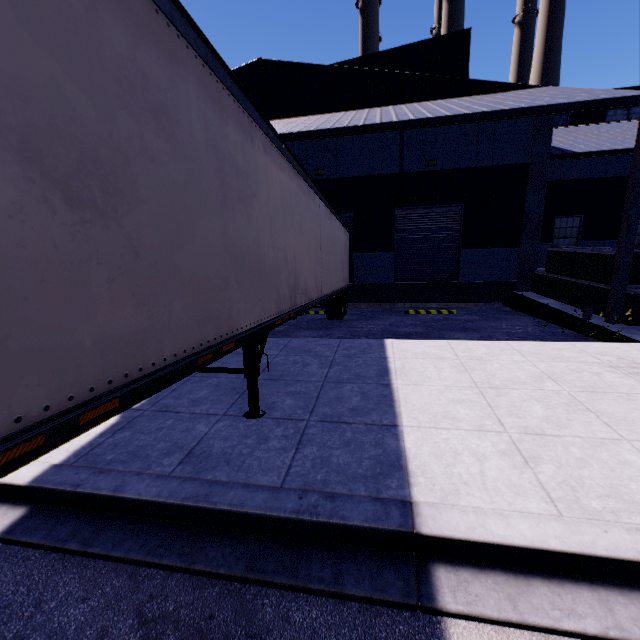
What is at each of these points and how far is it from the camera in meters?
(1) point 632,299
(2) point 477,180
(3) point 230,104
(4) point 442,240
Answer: (1) concrete block, 8.6
(2) building, 14.0
(3) semi trailer, 3.3
(4) roll-up door, 15.1

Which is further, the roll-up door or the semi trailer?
the roll-up door

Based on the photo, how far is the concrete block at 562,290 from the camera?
9.70m

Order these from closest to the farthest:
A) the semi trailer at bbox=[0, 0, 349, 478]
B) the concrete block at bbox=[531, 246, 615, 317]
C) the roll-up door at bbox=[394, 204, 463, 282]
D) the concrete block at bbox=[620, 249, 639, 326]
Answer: the semi trailer at bbox=[0, 0, 349, 478], the concrete block at bbox=[620, 249, 639, 326], the concrete block at bbox=[531, 246, 615, 317], the roll-up door at bbox=[394, 204, 463, 282]

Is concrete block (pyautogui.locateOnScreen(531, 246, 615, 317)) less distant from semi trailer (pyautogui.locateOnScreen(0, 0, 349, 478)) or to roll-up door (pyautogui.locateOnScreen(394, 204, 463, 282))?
semi trailer (pyautogui.locateOnScreen(0, 0, 349, 478))

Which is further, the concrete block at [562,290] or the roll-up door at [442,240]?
the roll-up door at [442,240]

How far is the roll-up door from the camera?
14.8m

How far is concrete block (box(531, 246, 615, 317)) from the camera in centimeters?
970cm
